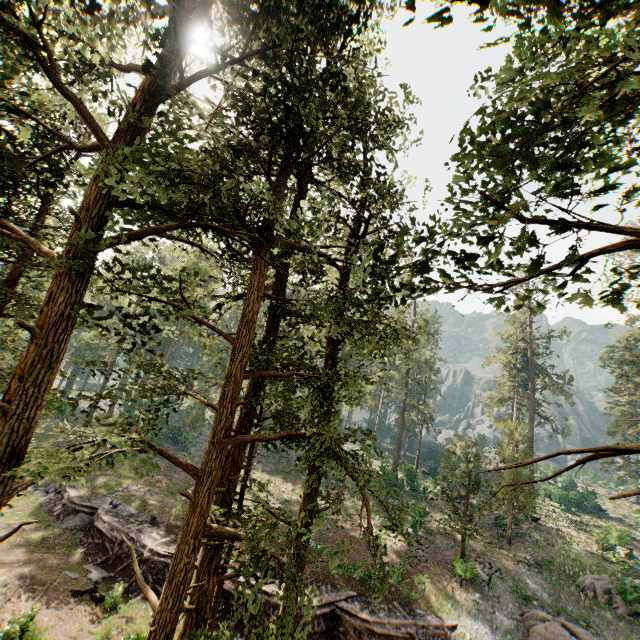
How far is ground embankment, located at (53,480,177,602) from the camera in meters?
18.2

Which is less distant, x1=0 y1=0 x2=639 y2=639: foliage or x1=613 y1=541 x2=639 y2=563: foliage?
x1=0 y1=0 x2=639 y2=639: foliage

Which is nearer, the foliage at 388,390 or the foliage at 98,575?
the foliage at 388,390

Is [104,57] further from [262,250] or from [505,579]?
[505,579]

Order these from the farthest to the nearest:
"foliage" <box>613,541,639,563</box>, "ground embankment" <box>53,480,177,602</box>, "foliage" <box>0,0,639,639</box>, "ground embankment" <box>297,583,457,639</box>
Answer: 1. "foliage" <box>613,541,639,563</box>
2. "ground embankment" <box>53,480,177,602</box>
3. "ground embankment" <box>297,583,457,639</box>
4. "foliage" <box>0,0,639,639</box>

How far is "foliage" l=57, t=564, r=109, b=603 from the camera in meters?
16.3 m

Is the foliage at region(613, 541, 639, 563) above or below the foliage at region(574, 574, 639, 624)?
above

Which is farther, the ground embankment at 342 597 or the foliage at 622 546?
the foliage at 622 546
